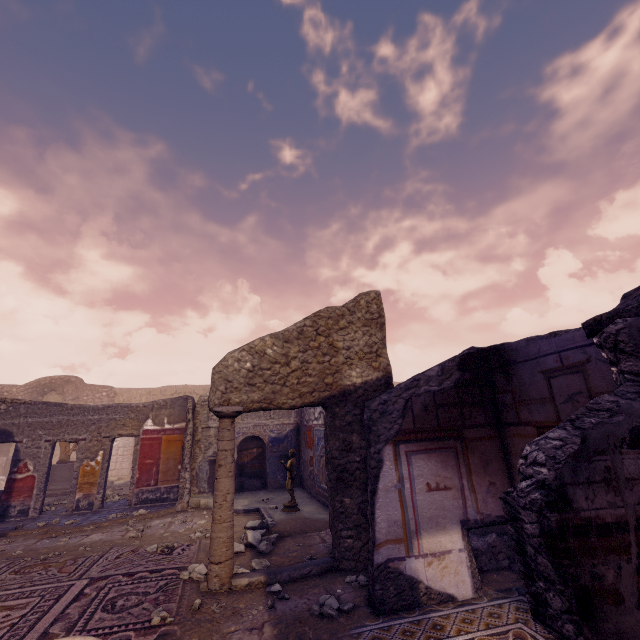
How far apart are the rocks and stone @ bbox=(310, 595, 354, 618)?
1.7 meters

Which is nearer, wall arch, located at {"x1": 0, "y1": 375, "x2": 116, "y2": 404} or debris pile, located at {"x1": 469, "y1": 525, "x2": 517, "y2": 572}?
debris pile, located at {"x1": 469, "y1": 525, "x2": 517, "y2": 572}

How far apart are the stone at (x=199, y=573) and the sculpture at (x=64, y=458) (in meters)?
12.04

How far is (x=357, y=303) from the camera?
5.6m

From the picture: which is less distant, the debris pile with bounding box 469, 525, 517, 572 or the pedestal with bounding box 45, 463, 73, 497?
the debris pile with bounding box 469, 525, 517, 572

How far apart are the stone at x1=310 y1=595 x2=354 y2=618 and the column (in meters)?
1.12

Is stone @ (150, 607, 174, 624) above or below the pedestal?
below

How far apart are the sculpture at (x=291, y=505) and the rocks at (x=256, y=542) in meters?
1.1 m
